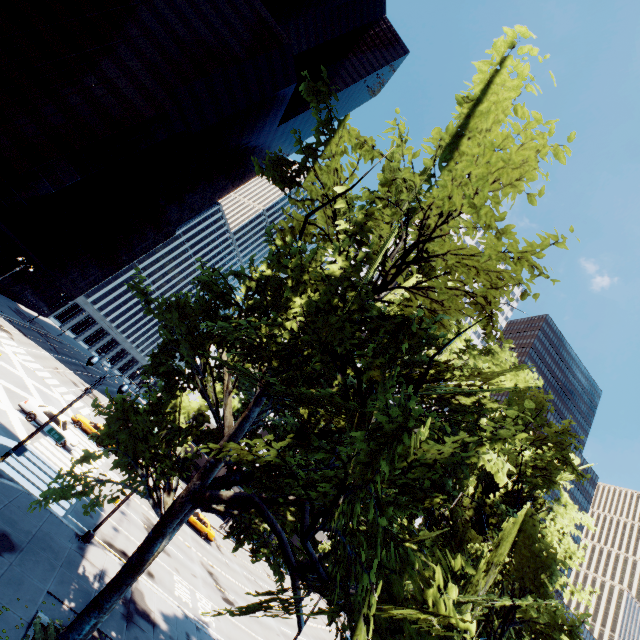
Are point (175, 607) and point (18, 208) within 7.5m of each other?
no

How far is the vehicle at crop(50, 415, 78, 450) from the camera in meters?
25.2

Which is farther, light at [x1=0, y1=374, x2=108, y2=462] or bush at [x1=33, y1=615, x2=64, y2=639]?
light at [x1=0, y1=374, x2=108, y2=462]

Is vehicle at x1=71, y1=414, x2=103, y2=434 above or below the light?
below

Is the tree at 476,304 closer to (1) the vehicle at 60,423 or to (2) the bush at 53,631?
(2) the bush at 53,631

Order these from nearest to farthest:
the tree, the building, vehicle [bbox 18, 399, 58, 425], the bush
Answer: the tree < the bush < vehicle [bbox 18, 399, 58, 425] < the building

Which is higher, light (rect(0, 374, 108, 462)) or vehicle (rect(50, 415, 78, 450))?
light (rect(0, 374, 108, 462))

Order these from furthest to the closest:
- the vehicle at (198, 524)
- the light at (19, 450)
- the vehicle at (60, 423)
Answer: the vehicle at (198, 524) < the vehicle at (60, 423) < the light at (19, 450)
